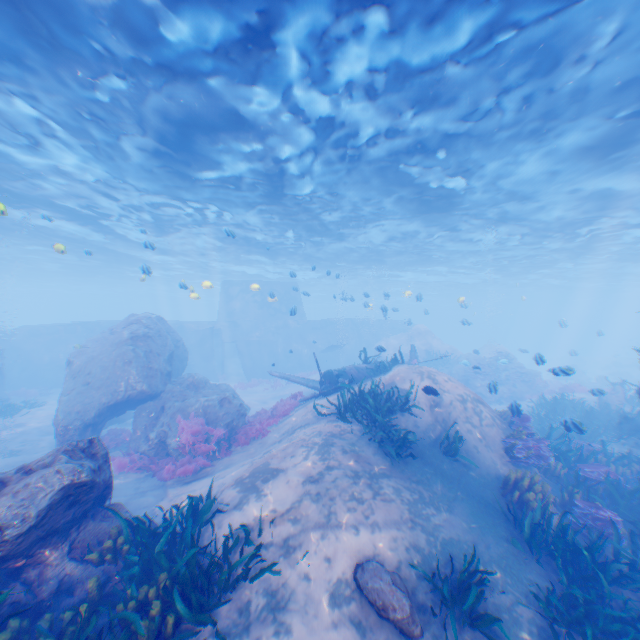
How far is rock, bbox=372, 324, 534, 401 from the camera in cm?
2431

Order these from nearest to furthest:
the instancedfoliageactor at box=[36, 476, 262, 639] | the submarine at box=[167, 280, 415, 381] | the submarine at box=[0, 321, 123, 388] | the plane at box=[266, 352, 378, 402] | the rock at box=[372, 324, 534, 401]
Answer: the instancedfoliageactor at box=[36, 476, 262, 639]
the plane at box=[266, 352, 378, 402]
the rock at box=[372, 324, 534, 401]
the submarine at box=[0, 321, 123, 388]
the submarine at box=[167, 280, 415, 381]

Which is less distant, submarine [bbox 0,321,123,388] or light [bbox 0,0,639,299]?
light [bbox 0,0,639,299]

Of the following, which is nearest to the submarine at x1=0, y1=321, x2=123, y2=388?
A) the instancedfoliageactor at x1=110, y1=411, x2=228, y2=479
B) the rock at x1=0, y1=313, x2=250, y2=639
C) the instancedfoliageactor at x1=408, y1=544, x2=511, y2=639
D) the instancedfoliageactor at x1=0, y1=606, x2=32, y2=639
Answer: the rock at x1=0, y1=313, x2=250, y2=639

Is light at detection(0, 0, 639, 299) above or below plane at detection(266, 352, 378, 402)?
above

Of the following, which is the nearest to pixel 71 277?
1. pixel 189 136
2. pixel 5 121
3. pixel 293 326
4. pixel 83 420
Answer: pixel 293 326

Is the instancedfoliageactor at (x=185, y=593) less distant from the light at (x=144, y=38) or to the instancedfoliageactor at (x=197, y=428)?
the light at (x=144, y=38)

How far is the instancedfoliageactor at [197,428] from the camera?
10.7 meters
